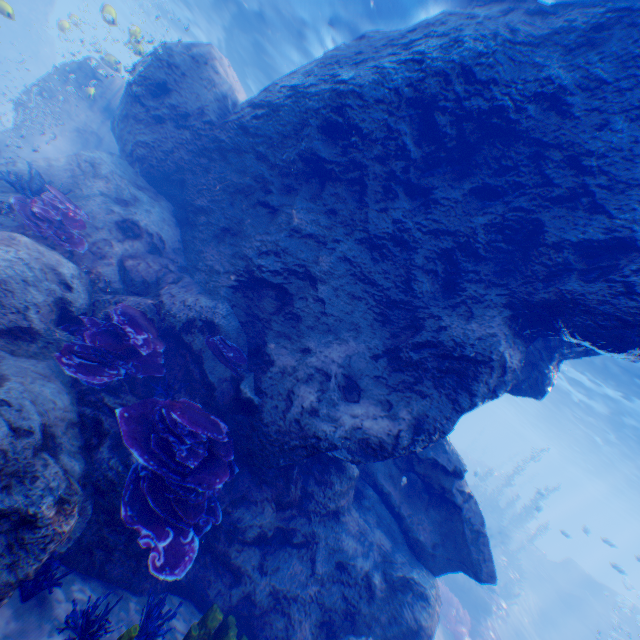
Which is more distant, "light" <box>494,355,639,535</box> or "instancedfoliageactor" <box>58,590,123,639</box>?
"light" <box>494,355,639,535</box>

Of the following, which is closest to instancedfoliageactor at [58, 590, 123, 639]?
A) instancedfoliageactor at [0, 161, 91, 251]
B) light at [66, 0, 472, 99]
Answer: light at [66, 0, 472, 99]

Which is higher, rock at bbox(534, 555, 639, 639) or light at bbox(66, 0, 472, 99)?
light at bbox(66, 0, 472, 99)

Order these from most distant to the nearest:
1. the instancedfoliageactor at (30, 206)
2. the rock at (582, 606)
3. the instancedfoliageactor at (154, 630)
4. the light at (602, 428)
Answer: the rock at (582, 606) < the light at (602, 428) < the instancedfoliageactor at (30, 206) < the instancedfoliageactor at (154, 630)

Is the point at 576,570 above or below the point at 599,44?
below

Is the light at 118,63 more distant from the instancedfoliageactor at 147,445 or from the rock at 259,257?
the instancedfoliageactor at 147,445

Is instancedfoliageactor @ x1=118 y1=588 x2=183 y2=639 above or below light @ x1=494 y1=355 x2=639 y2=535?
below

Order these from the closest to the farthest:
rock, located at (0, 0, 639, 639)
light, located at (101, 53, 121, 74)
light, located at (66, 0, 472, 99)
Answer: rock, located at (0, 0, 639, 639), light, located at (66, 0, 472, 99), light, located at (101, 53, 121, 74)
